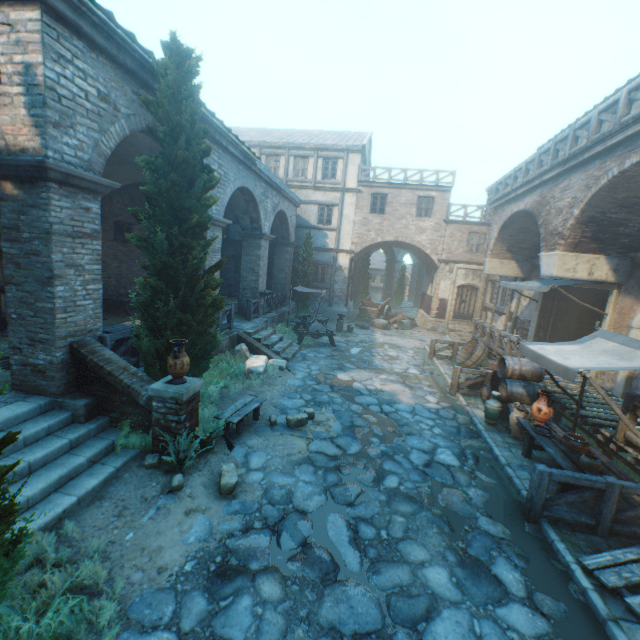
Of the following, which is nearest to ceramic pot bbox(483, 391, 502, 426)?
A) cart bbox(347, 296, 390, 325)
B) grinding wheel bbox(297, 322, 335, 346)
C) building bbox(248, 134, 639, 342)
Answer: grinding wheel bbox(297, 322, 335, 346)

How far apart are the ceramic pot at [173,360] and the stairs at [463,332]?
17.5m

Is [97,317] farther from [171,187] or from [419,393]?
[419,393]

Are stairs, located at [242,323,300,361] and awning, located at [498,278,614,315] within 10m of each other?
yes

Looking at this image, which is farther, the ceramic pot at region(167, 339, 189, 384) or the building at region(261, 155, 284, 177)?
the building at region(261, 155, 284, 177)

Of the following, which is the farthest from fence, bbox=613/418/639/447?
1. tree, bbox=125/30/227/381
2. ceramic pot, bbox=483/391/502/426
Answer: tree, bbox=125/30/227/381

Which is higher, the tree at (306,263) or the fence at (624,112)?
the fence at (624,112)

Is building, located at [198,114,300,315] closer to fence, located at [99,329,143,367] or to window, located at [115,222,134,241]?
fence, located at [99,329,143,367]
